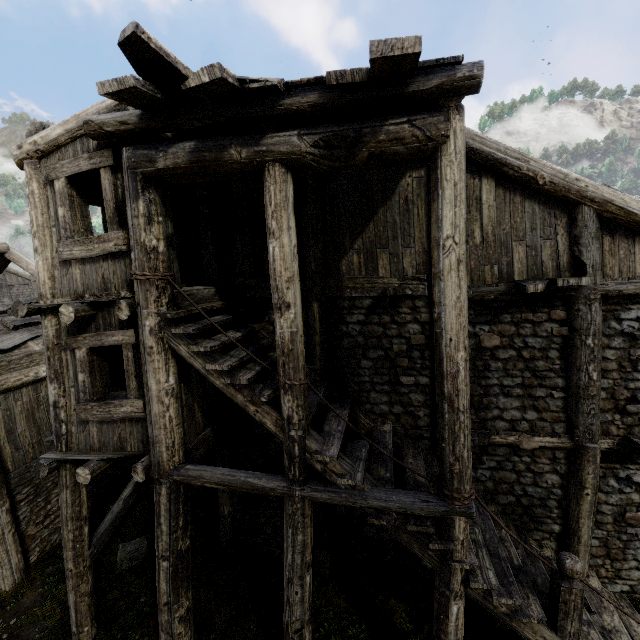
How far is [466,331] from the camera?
4.2m
